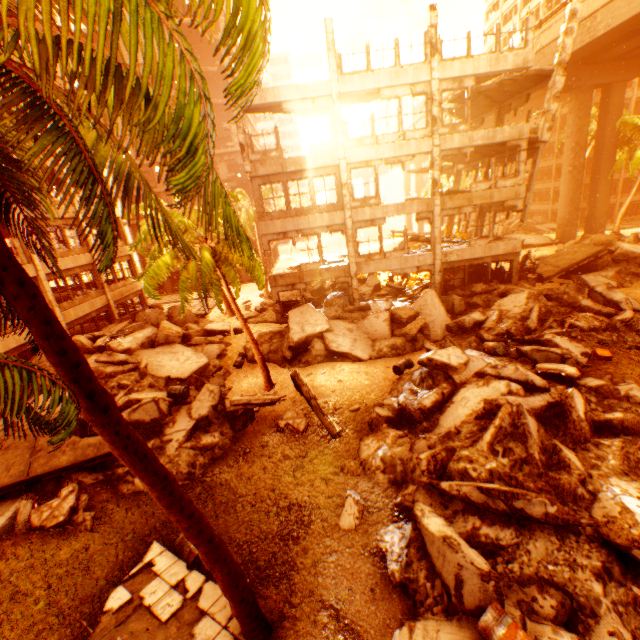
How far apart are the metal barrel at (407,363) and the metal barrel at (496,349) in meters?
2.9

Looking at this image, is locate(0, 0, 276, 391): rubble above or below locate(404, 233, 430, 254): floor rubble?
above

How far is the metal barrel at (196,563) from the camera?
7.8 meters

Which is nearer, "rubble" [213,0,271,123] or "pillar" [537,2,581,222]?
"rubble" [213,0,271,123]

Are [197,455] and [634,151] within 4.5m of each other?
no

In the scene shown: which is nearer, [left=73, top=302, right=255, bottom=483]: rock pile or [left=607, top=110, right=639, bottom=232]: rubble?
[left=73, top=302, right=255, bottom=483]: rock pile

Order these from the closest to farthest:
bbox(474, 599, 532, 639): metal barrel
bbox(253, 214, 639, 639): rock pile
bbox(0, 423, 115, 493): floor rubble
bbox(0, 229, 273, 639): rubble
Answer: bbox(0, 229, 273, 639): rubble, bbox(474, 599, 532, 639): metal barrel, bbox(253, 214, 639, 639): rock pile, bbox(0, 423, 115, 493): floor rubble

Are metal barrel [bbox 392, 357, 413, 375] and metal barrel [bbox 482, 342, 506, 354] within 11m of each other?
yes
